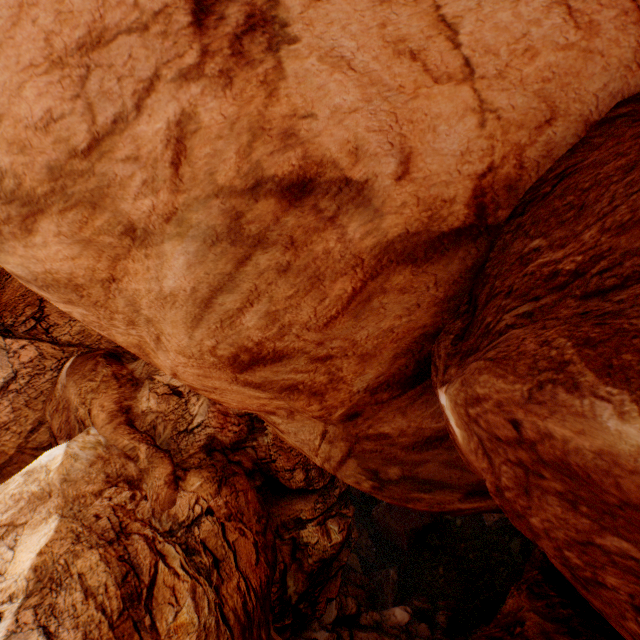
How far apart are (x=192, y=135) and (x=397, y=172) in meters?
2.6 m
